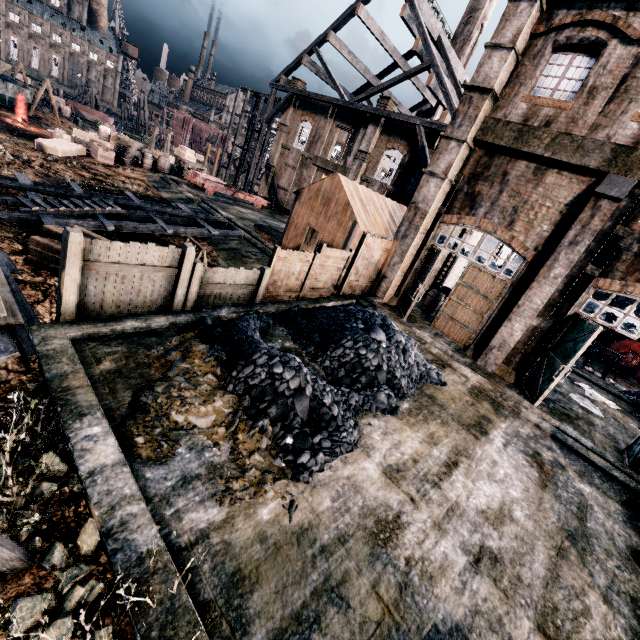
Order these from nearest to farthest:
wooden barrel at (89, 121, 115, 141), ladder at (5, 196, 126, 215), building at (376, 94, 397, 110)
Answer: ladder at (5, 196, 126, 215)
building at (376, 94, 397, 110)
wooden barrel at (89, 121, 115, 141)

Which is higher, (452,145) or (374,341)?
(452,145)

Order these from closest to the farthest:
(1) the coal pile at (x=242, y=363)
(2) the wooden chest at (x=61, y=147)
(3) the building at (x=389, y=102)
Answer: (1) the coal pile at (x=242, y=363)
(2) the wooden chest at (x=61, y=147)
(3) the building at (x=389, y=102)

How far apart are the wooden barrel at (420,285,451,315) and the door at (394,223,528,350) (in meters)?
1.75

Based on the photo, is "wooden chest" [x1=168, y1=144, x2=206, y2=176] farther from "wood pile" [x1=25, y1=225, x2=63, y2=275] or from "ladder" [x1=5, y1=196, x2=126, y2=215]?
"wood pile" [x1=25, y1=225, x2=63, y2=275]

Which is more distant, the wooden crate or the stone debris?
the wooden crate

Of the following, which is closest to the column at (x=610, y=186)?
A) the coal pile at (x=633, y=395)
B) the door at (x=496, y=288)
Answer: the door at (x=496, y=288)

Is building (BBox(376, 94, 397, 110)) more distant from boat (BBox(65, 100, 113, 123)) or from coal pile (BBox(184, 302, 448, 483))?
boat (BBox(65, 100, 113, 123))
